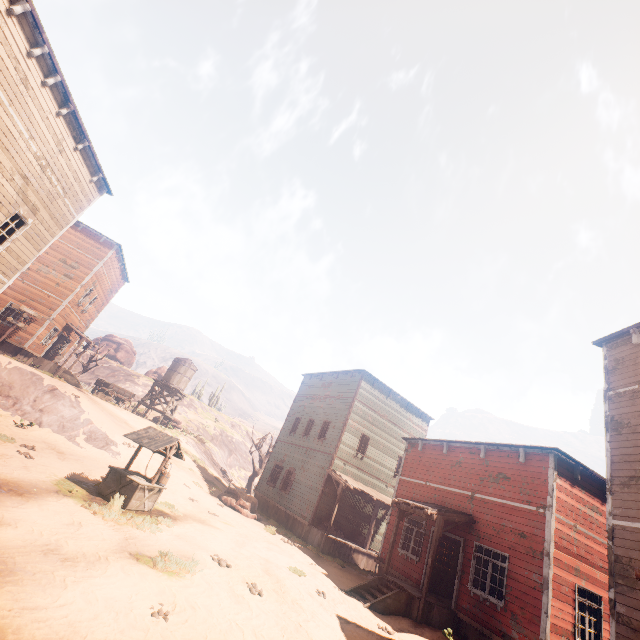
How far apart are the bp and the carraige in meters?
27.6

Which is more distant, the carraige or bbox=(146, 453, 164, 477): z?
the carraige

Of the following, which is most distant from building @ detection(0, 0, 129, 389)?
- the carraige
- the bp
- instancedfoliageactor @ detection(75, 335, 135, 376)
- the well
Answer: instancedfoliageactor @ detection(75, 335, 135, 376)

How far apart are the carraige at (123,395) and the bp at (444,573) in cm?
2758

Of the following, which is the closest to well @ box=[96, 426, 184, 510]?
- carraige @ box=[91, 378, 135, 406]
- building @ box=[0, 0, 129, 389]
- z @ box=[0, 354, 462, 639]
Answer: z @ box=[0, 354, 462, 639]

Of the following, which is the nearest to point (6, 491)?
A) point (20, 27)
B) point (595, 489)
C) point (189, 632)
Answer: point (189, 632)

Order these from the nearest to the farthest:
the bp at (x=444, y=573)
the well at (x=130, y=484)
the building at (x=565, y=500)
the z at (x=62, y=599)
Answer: the z at (x=62, y=599)
the building at (x=565, y=500)
the well at (x=130, y=484)
the bp at (x=444, y=573)
